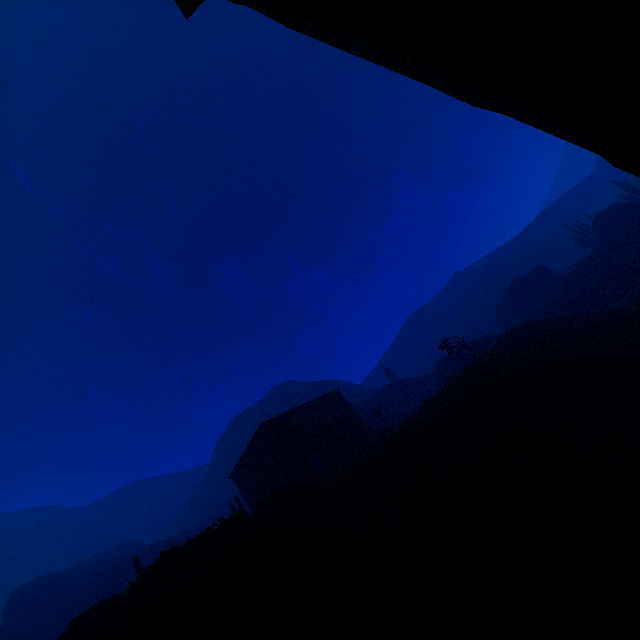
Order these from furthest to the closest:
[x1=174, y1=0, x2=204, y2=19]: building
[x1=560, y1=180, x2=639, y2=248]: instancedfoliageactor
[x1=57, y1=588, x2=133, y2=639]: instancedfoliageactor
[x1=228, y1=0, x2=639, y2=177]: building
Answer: [x1=560, y1=180, x2=639, y2=248]: instancedfoliageactor < [x1=57, y1=588, x2=133, y2=639]: instancedfoliageactor < [x1=174, y1=0, x2=204, y2=19]: building < [x1=228, y1=0, x2=639, y2=177]: building

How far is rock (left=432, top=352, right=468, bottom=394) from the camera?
28.1 meters

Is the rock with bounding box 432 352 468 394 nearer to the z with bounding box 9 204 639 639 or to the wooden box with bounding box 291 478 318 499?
the z with bounding box 9 204 639 639

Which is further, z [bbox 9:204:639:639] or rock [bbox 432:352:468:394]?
rock [bbox 432:352:468:394]

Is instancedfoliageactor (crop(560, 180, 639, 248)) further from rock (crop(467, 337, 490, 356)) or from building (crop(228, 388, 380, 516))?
building (crop(228, 388, 380, 516))

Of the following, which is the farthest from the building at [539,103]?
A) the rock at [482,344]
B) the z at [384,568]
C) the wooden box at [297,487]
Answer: the rock at [482,344]

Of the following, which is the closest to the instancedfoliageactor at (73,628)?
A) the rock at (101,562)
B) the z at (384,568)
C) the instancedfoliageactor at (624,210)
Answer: the z at (384,568)

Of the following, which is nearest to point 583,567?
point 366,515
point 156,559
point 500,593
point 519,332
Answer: point 500,593
